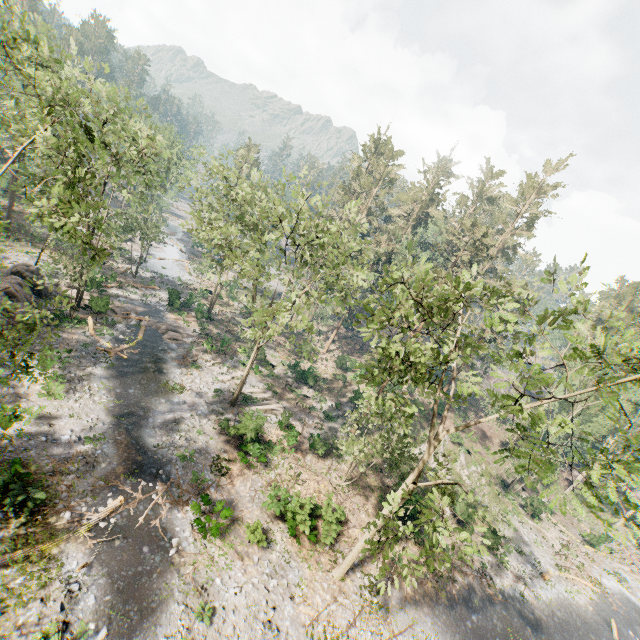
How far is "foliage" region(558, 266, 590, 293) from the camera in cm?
1402

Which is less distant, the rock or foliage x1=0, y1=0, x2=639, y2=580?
foliage x1=0, y1=0, x2=639, y2=580

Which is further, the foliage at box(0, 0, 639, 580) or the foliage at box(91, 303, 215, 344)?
the foliage at box(91, 303, 215, 344)

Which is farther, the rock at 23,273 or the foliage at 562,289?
the rock at 23,273

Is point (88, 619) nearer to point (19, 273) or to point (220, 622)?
point (220, 622)

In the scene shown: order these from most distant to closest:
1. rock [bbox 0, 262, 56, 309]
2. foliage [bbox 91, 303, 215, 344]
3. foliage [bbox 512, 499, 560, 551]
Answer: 1. foliage [bbox 512, 499, 560, 551]
2. foliage [bbox 91, 303, 215, 344]
3. rock [bbox 0, 262, 56, 309]

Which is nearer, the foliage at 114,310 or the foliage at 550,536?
the foliage at 114,310

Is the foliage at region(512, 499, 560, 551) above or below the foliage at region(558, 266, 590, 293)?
below
